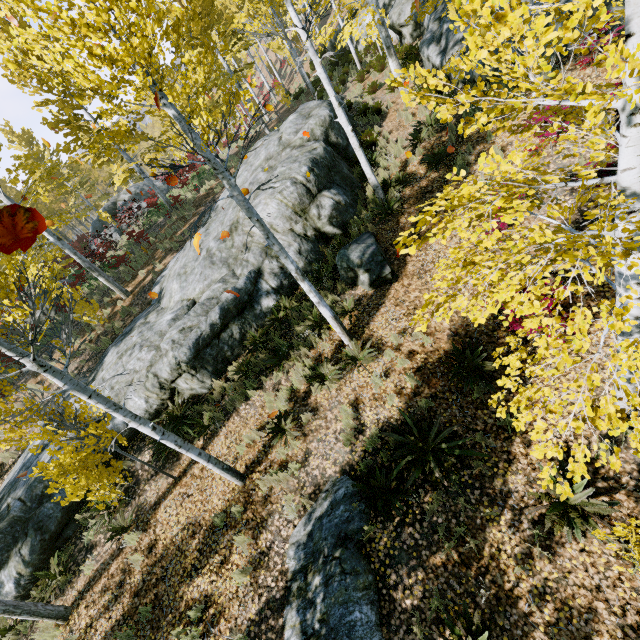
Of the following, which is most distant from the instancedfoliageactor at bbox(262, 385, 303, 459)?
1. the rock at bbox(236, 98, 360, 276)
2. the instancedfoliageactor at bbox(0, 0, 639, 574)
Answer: the rock at bbox(236, 98, 360, 276)

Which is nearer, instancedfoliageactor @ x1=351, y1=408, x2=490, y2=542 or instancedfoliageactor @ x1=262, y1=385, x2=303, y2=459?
instancedfoliageactor @ x1=351, y1=408, x2=490, y2=542

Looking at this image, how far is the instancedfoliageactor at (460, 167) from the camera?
2.72m

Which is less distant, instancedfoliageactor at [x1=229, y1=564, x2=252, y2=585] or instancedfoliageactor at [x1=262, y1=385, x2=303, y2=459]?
instancedfoliageactor at [x1=229, y1=564, x2=252, y2=585]

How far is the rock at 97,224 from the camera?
24.39m

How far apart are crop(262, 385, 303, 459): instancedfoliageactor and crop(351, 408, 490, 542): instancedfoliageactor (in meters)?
1.86

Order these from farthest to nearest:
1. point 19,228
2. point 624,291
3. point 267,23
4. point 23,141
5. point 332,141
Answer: point 23,141, point 267,23, point 332,141, point 624,291, point 19,228

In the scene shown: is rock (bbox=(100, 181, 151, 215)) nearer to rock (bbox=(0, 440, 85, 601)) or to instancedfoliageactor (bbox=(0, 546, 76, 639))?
instancedfoliageactor (bbox=(0, 546, 76, 639))
